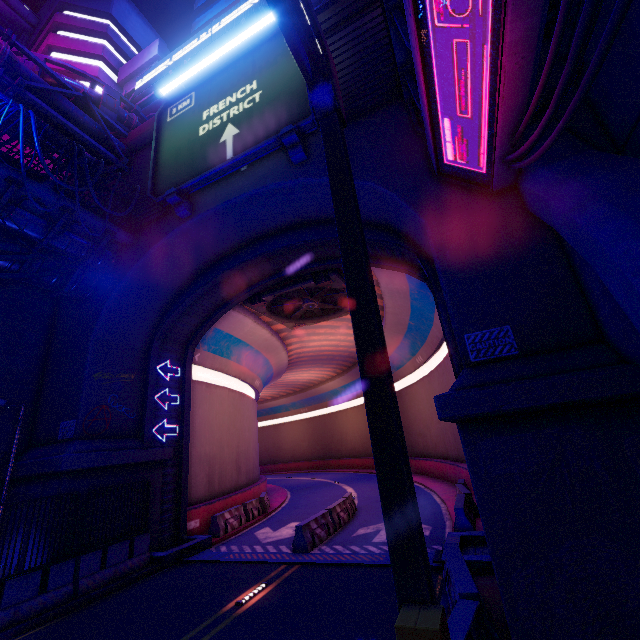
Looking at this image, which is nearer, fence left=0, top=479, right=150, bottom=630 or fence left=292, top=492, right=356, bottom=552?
fence left=0, top=479, right=150, bottom=630

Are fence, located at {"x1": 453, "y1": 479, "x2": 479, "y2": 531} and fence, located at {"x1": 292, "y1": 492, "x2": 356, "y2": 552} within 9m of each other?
yes

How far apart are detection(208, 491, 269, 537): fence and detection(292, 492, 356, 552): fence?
4.6 meters

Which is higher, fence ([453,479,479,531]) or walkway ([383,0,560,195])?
walkway ([383,0,560,195])

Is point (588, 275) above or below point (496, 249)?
below

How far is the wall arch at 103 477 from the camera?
10.9m

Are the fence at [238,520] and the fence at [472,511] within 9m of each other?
no

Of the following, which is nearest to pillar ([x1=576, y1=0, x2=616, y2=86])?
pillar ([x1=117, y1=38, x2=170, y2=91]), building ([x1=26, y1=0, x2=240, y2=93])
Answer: building ([x1=26, y1=0, x2=240, y2=93])
